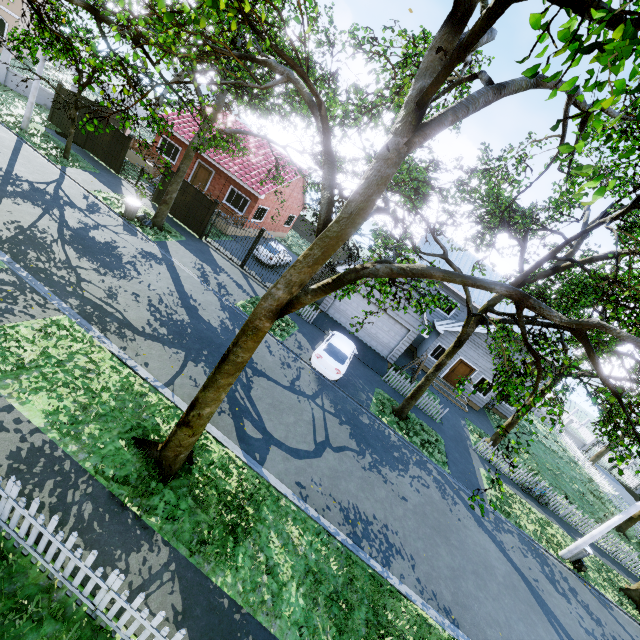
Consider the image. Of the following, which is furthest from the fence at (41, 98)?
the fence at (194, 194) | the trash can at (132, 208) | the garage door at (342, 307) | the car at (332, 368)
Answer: the car at (332, 368)

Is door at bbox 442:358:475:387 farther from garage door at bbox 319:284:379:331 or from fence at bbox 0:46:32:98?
fence at bbox 0:46:32:98

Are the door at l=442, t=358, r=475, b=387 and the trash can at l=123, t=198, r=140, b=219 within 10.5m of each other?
no

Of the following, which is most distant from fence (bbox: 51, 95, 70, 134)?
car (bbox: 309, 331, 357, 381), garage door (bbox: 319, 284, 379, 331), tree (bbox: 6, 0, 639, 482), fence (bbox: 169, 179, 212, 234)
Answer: car (bbox: 309, 331, 357, 381)

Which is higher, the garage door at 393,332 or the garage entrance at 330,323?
the garage door at 393,332

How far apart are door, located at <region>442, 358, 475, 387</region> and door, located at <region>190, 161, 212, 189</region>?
23.6m

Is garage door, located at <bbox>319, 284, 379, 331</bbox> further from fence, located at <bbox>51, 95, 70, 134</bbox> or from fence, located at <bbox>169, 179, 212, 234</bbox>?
fence, located at <bbox>51, 95, 70, 134</bbox>

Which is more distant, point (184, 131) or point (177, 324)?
point (184, 131)
